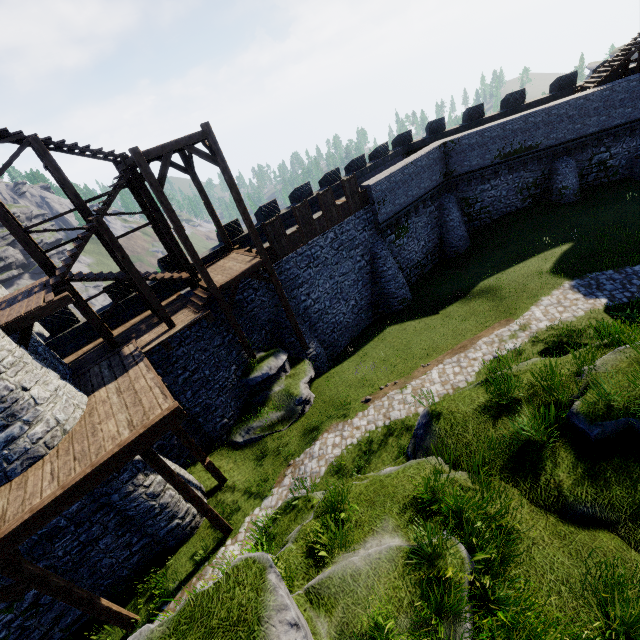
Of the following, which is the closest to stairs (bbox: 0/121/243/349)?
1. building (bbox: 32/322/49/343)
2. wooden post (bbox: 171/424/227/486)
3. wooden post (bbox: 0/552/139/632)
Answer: building (bbox: 32/322/49/343)

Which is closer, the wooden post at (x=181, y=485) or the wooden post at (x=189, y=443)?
the wooden post at (x=181, y=485)

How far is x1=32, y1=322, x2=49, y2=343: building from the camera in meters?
14.7 m

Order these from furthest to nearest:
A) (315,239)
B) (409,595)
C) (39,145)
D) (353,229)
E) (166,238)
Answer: (353,229) → (315,239) → (166,238) → (39,145) → (409,595)

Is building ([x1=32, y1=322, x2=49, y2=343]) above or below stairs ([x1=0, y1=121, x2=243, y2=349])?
below

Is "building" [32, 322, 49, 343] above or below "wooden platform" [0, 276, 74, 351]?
below

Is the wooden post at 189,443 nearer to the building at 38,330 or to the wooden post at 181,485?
the wooden post at 181,485

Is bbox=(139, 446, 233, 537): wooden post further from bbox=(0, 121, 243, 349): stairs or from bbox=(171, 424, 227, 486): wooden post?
bbox=(0, 121, 243, 349): stairs
